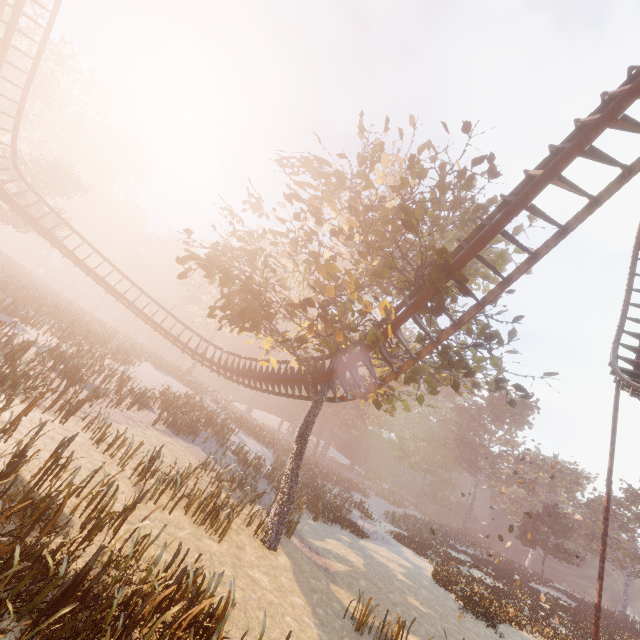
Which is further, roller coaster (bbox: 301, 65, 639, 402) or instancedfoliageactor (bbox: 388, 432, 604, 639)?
instancedfoliageactor (bbox: 388, 432, 604, 639)

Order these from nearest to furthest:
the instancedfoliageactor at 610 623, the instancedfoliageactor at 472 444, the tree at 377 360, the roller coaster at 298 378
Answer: the tree at 377 360, the roller coaster at 298 378, the instancedfoliageactor at 472 444, the instancedfoliageactor at 610 623

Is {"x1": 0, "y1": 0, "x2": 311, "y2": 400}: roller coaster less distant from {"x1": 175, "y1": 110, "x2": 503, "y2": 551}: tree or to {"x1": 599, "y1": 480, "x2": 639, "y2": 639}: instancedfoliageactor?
{"x1": 175, "y1": 110, "x2": 503, "y2": 551}: tree

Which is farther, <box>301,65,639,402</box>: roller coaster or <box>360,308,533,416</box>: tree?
<box>360,308,533,416</box>: tree

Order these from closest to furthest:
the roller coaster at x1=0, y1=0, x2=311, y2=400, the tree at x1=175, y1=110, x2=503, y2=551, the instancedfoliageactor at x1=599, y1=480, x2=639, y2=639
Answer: → the tree at x1=175, y1=110, x2=503, y2=551, the roller coaster at x1=0, y1=0, x2=311, y2=400, the instancedfoliageactor at x1=599, y1=480, x2=639, y2=639

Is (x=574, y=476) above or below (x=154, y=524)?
above

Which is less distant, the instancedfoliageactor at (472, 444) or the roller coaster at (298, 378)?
the roller coaster at (298, 378)
